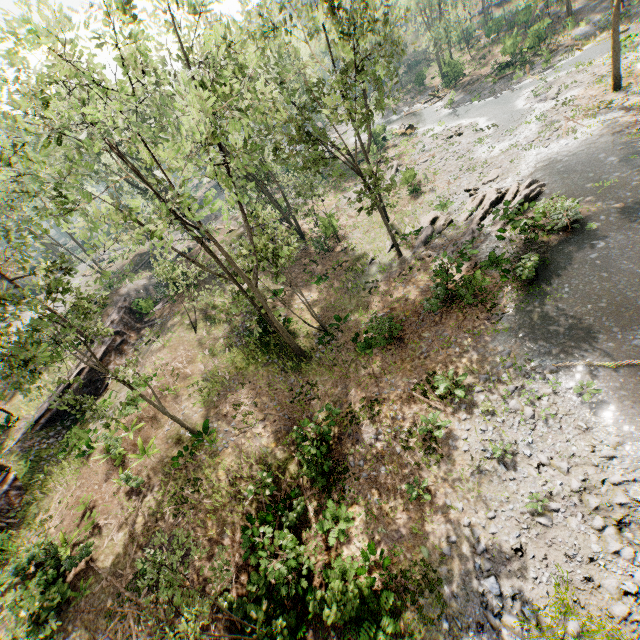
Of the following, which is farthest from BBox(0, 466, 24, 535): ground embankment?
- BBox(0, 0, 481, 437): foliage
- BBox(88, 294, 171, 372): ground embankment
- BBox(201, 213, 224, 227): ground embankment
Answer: BBox(201, 213, 224, 227): ground embankment

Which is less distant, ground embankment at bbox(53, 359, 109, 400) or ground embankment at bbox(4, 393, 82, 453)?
ground embankment at bbox(4, 393, 82, 453)

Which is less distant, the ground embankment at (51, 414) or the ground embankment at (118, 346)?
the ground embankment at (51, 414)

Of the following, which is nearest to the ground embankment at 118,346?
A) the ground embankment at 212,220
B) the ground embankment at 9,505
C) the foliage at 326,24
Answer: the foliage at 326,24

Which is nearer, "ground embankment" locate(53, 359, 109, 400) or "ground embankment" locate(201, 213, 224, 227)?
"ground embankment" locate(53, 359, 109, 400)

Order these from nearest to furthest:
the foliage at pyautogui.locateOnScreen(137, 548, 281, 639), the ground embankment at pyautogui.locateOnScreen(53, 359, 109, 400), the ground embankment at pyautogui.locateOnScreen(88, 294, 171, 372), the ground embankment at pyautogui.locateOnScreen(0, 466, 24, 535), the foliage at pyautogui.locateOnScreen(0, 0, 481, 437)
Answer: the foliage at pyautogui.locateOnScreen(137, 548, 281, 639), the foliage at pyautogui.locateOnScreen(0, 0, 481, 437), the ground embankment at pyautogui.locateOnScreen(0, 466, 24, 535), the ground embankment at pyautogui.locateOnScreen(53, 359, 109, 400), the ground embankment at pyautogui.locateOnScreen(88, 294, 171, 372)

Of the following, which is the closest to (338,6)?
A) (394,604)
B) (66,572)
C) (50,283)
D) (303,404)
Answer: (50,283)

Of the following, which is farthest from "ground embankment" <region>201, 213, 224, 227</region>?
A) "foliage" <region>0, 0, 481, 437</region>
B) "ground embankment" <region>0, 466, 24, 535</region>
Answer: "ground embankment" <region>0, 466, 24, 535</region>
